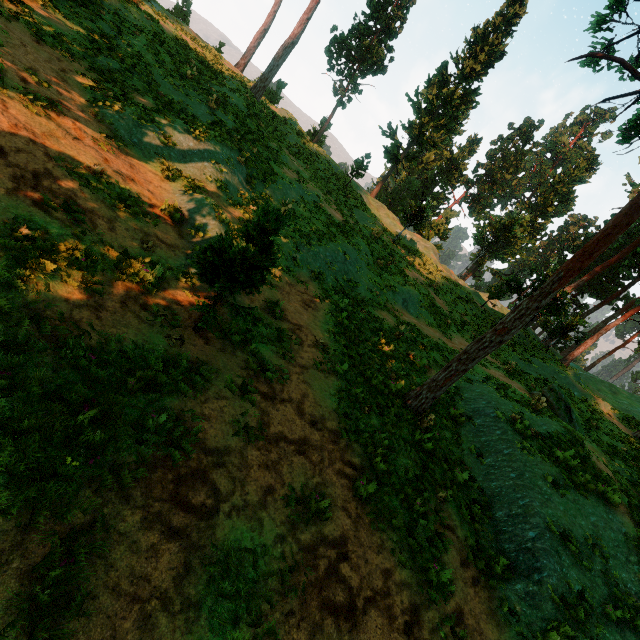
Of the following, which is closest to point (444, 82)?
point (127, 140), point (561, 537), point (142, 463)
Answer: point (127, 140)

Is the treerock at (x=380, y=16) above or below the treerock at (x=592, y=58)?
above

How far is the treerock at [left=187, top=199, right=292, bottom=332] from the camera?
6.4m

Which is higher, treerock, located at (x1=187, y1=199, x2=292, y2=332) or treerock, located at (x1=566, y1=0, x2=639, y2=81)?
treerock, located at (x1=566, y1=0, x2=639, y2=81)

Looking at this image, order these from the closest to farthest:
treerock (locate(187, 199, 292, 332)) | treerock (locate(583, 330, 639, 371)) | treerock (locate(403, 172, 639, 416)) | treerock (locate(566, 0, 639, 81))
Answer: treerock (locate(187, 199, 292, 332)) < treerock (locate(566, 0, 639, 81)) < treerock (locate(403, 172, 639, 416)) < treerock (locate(583, 330, 639, 371))

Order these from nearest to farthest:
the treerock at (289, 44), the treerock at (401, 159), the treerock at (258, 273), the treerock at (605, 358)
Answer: the treerock at (258, 273), the treerock at (289, 44), the treerock at (401, 159), the treerock at (605, 358)

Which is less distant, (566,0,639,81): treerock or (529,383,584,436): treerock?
(566,0,639,81): treerock
